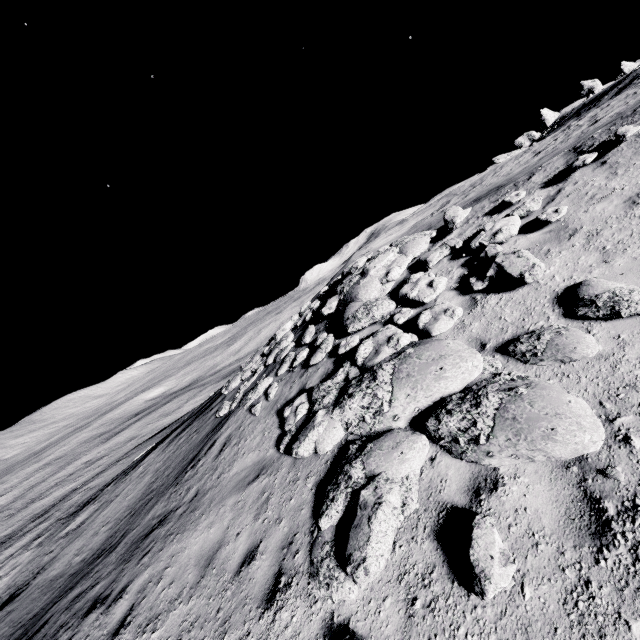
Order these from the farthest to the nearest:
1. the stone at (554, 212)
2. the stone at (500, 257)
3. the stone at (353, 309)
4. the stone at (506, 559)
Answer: the stone at (353, 309) → the stone at (554, 212) → the stone at (500, 257) → the stone at (506, 559)

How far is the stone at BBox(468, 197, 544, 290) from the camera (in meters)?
5.81

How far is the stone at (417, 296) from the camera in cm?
746

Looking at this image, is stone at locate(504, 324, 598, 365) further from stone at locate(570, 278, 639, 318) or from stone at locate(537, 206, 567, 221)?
stone at locate(537, 206, 567, 221)

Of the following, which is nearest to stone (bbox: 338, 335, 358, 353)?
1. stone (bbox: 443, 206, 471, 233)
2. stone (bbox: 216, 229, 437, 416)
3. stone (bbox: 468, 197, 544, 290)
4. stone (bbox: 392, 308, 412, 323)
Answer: stone (bbox: 216, 229, 437, 416)

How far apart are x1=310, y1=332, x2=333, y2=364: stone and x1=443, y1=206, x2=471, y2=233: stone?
4.63m

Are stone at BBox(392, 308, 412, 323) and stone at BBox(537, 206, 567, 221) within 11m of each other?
yes

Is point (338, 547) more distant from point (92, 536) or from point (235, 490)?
point (92, 536)
